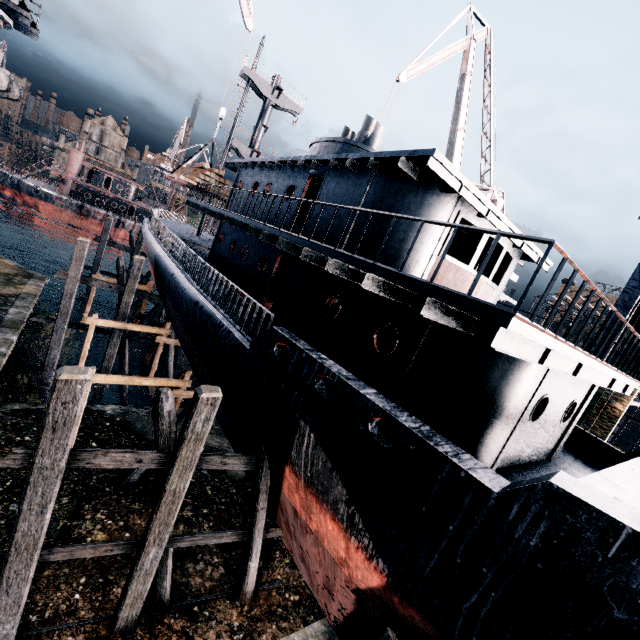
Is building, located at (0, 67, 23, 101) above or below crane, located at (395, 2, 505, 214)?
below

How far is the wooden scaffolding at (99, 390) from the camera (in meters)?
19.70

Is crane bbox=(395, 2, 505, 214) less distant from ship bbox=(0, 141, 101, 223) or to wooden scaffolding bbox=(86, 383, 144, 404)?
wooden scaffolding bbox=(86, 383, 144, 404)

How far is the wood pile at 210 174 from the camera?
19.5m

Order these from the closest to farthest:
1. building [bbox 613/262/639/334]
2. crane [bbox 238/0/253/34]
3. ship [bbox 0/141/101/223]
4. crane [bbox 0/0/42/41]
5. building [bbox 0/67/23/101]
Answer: building [bbox 0/67/23/101], crane [bbox 0/0/42/41], building [bbox 613/262/639/334], crane [bbox 238/0/253/34], ship [bbox 0/141/101/223]

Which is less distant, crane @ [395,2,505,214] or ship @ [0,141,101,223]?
crane @ [395,2,505,214]

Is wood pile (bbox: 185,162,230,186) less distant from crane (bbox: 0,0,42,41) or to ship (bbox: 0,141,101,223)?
crane (bbox: 0,0,42,41)

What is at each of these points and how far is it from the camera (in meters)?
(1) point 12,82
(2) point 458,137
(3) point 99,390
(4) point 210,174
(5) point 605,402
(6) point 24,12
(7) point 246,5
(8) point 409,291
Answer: (1) building, 3.19
(2) crane, 23.77
(3) wooden scaffolding, 19.75
(4) wood pile, 19.70
(5) building, 18.09
(6) crane, 15.63
(7) crane, 20.23
(8) ship, 7.43
